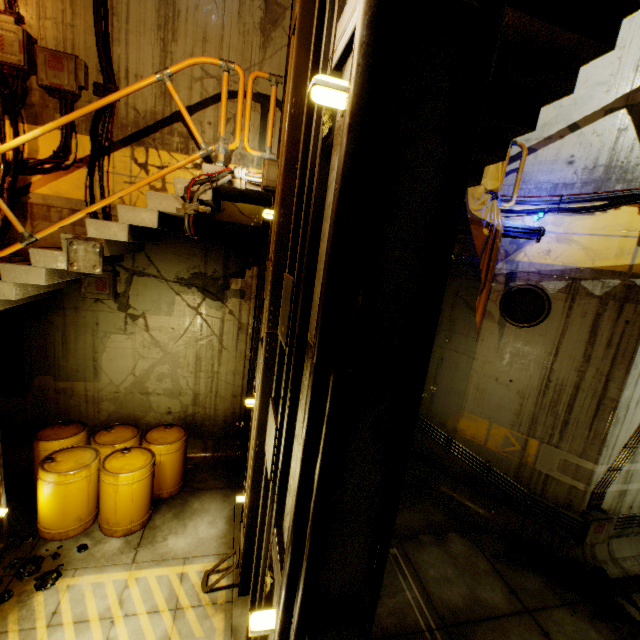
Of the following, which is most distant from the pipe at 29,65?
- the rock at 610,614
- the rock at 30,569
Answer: the rock at 610,614

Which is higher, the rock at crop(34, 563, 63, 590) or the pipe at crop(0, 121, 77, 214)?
the pipe at crop(0, 121, 77, 214)

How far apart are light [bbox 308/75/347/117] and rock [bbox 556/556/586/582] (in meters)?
7.94

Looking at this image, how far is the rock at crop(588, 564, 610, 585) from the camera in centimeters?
563cm

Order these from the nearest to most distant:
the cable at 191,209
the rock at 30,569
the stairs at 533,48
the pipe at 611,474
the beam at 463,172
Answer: the beam at 463,172 → the stairs at 533,48 → the cable at 191,209 → the rock at 30,569 → the pipe at 611,474

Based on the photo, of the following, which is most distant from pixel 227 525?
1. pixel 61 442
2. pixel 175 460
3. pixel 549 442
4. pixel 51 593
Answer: pixel 549 442

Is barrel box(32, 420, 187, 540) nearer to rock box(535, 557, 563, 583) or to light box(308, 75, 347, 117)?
light box(308, 75, 347, 117)

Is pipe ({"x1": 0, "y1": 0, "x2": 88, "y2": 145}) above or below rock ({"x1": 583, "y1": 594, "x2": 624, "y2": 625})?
above
